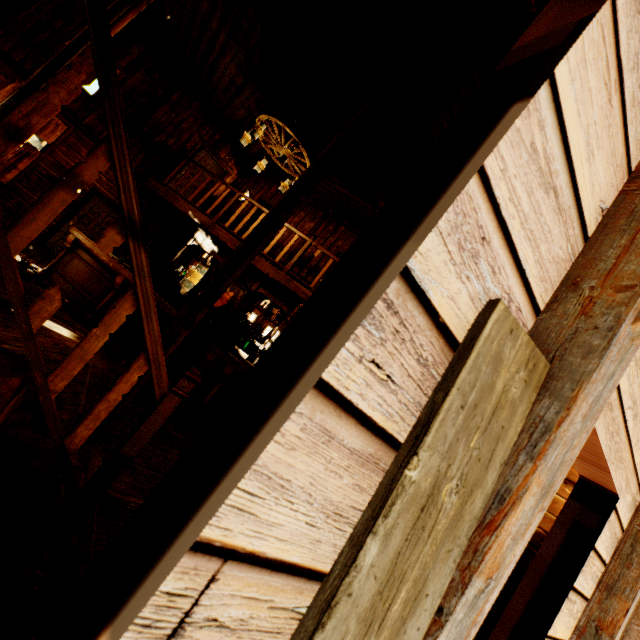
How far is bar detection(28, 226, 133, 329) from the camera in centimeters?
562cm

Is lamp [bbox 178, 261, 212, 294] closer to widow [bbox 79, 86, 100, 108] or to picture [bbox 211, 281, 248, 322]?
picture [bbox 211, 281, 248, 322]

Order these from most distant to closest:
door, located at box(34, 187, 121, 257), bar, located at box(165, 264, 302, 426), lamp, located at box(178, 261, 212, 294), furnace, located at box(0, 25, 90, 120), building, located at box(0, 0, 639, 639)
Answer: door, located at box(34, 187, 121, 257) → bar, located at box(165, 264, 302, 426) → furnace, located at box(0, 25, 90, 120) → lamp, located at box(178, 261, 212, 294) → building, located at box(0, 0, 639, 639)

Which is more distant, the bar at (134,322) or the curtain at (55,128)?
the curtain at (55,128)

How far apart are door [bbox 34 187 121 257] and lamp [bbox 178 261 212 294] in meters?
7.5

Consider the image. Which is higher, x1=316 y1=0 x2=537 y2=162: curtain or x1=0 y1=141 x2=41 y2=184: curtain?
x1=316 y1=0 x2=537 y2=162: curtain

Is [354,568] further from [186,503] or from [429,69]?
[429,69]

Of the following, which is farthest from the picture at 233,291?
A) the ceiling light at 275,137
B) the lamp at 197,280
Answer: the lamp at 197,280
